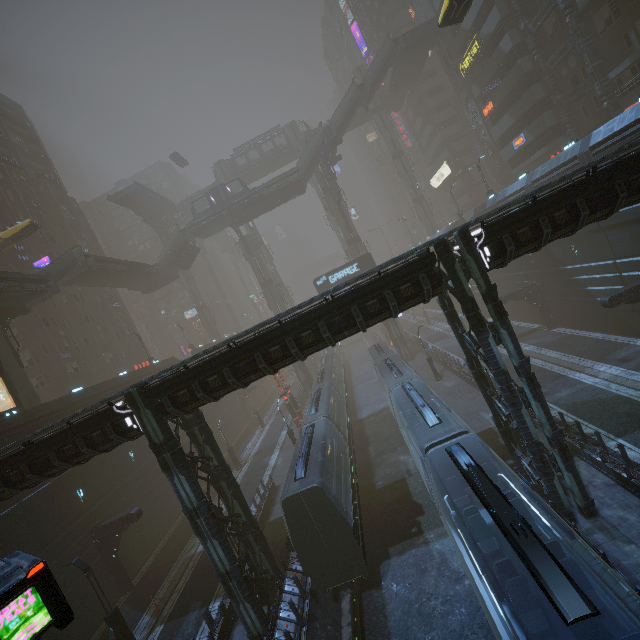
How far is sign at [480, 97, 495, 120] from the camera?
39.25m

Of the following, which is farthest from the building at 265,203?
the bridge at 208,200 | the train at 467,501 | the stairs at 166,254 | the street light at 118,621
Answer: the street light at 118,621

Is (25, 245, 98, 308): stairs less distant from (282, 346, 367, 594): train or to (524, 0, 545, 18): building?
(524, 0, 545, 18): building

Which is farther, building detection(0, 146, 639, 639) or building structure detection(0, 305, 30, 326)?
building structure detection(0, 305, 30, 326)

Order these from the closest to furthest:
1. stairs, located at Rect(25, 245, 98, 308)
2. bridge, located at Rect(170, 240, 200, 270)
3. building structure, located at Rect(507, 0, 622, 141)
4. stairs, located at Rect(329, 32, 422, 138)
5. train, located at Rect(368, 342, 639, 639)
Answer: train, located at Rect(368, 342, 639, 639)
building structure, located at Rect(507, 0, 622, 141)
stairs, located at Rect(25, 245, 98, 308)
stairs, located at Rect(329, 32, 422, 138)
bridge, located at Rect(170, 240, 200, 270)

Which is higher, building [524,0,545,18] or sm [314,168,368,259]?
building [524,0,545,18]

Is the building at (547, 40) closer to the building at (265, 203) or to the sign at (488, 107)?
the sign at (488, 107)

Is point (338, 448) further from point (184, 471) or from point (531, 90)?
point (531, 90)
